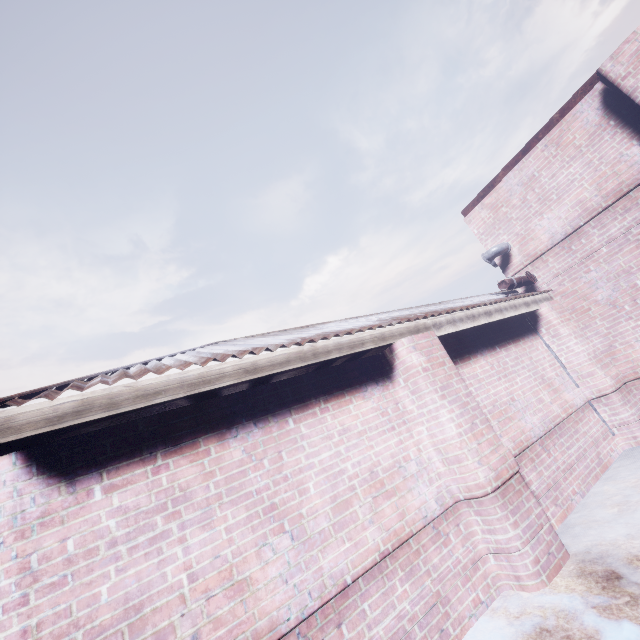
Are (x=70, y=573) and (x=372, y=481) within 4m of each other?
yes

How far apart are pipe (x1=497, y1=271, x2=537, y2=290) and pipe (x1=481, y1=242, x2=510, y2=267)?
0.54m

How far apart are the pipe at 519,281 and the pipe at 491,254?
0.5m

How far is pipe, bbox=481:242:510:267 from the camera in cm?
554

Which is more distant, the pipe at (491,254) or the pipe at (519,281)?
the pipe at (491,254)

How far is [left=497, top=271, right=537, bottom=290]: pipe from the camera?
5.0 meters

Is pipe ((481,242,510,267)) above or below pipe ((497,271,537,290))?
above

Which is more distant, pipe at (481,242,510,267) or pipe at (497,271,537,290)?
pipe at (481,242,510,267)
